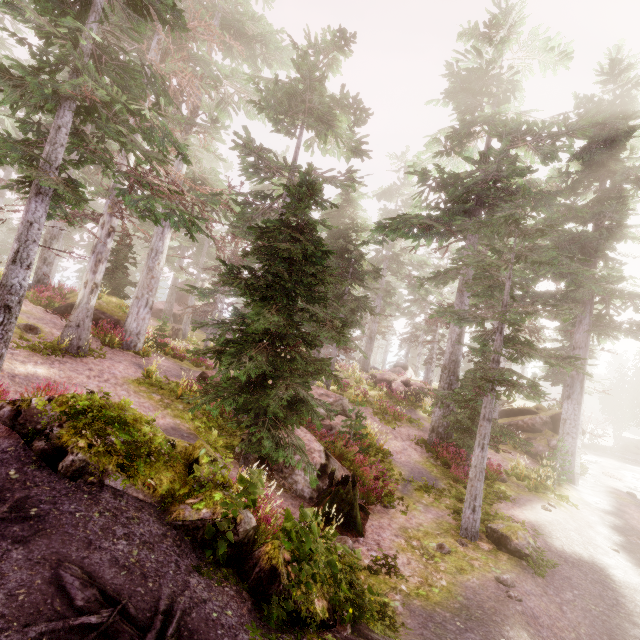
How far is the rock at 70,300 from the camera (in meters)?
16.75

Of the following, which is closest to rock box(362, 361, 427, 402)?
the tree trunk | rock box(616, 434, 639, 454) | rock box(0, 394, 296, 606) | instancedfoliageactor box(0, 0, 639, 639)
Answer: instancedfoliageactor box(0, 0, 639, 639)

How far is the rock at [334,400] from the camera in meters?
14.4

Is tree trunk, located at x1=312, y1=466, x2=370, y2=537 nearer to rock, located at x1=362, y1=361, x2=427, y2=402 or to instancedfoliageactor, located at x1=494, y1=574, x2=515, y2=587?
instancedfoliageactor, located at x1=494, y1=574, x2=515, y2=587

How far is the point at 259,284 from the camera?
6.8 meters

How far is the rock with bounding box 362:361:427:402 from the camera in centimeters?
2407cm

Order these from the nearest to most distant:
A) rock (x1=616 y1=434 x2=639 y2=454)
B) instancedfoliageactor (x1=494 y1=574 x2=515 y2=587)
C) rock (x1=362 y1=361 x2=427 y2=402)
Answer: instancedfoliageactor (x1=494 y1=574 x2=515 y2=587), rock (x1=362 y1=361 x2=427 y2=402), rock (x1=616 y1=434 x2=639 y2=454)

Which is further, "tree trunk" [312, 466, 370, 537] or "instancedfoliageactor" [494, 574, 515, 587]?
"tree trunk" [312, 466, 370, 537]
